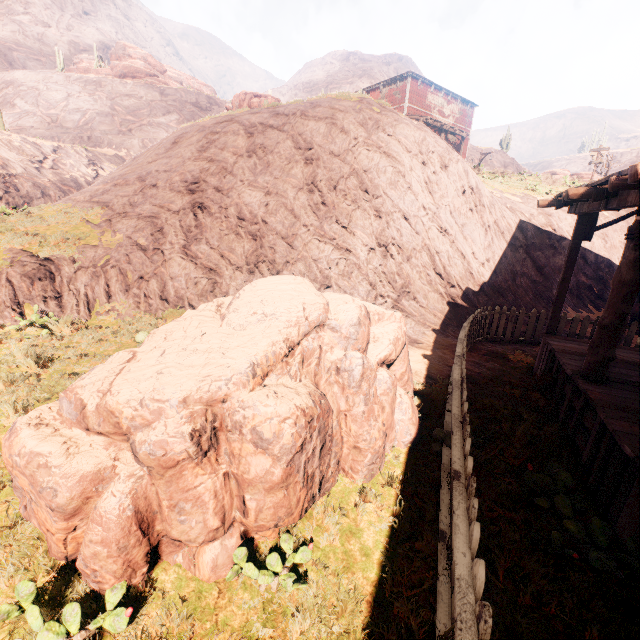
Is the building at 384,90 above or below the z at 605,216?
above

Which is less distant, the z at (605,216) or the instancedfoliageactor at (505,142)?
the z at (605,216)

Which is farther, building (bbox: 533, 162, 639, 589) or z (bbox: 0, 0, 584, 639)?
building (bbox: 533, 162, 639, 589)

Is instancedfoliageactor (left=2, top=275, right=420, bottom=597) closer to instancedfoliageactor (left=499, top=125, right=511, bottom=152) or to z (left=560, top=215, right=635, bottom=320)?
z (left=560, top=215, right=635, bottom=320)

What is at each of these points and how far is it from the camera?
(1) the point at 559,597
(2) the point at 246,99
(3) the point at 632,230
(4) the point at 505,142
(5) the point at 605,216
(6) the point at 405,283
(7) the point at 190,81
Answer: (1) z, 2.7 meters
(2) instancedfoliageactor, 19.1 meters
(3) building, 4.2 meters
(4) instancedfoliageactor, 50.8 meters
(5) z, 14.4 meters
(6) z, 10.2 meters
(7) rock, 56.1 meters

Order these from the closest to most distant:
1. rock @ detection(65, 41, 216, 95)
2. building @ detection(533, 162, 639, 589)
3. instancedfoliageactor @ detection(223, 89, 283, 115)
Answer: building @ detection(533, 162, 639, 589) → instancedfoliageactor @ detection(223, 89, 283, 115) → rock @ detection(65, 41, 216, 95)

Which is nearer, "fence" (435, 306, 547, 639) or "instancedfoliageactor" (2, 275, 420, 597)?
"fence" (435, 306, 547, 639)

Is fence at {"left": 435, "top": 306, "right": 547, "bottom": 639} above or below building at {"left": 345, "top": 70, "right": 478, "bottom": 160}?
below
